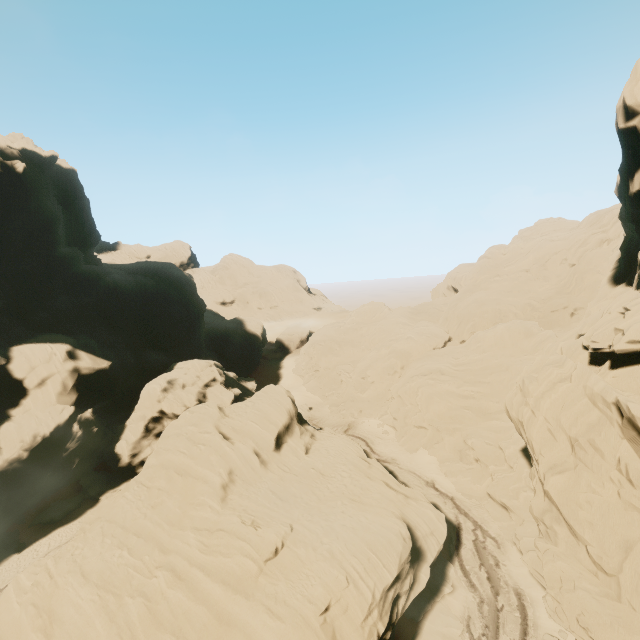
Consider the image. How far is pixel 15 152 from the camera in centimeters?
3900cm

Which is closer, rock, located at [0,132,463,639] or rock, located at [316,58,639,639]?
rock, located at [316,58,639,639]

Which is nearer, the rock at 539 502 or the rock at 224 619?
the rock at 539 502
